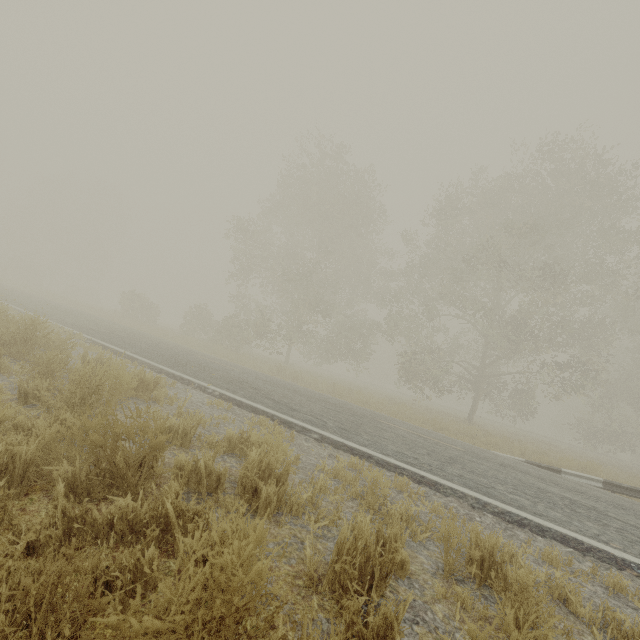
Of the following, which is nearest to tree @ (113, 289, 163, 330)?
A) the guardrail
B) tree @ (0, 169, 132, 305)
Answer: the guardrail

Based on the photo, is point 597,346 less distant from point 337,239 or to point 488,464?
point 337,239

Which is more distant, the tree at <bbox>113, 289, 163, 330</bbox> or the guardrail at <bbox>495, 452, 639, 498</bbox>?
the tree at <bbox>113, 289, 163, 330</bbox>

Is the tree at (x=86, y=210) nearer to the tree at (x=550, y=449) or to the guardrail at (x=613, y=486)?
the tree at (x=550, y=449)

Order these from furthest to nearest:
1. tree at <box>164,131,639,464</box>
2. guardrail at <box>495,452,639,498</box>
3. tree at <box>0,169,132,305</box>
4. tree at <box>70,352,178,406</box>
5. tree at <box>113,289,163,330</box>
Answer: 1. tree at <box>0,169,132,305</box>
2. tree at <box>113,289,163,330</box>
3. tree at <box>164,131,639,464</box>
4. guardrail at <box>495,452,639,498</box>
5. tree at <box>70,352,178,406</box>

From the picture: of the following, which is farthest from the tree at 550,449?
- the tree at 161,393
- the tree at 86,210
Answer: the tree at 86,210

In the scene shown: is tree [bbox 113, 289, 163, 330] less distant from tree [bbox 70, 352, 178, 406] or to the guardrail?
tree [bbox 70, 352, 178, 406]

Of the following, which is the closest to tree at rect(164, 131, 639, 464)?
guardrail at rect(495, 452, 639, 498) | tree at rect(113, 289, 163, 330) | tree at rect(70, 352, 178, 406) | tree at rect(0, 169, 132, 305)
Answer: guardrail at rect(495, 452, 639, 498)
